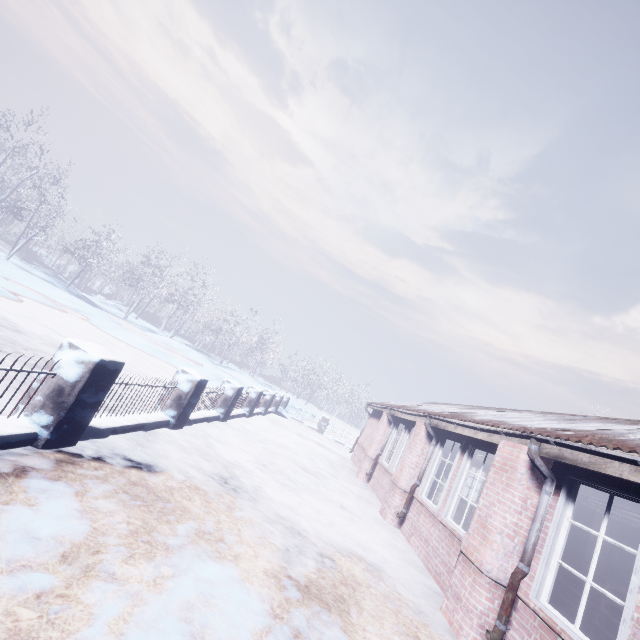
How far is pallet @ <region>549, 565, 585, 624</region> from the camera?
4.8 meters

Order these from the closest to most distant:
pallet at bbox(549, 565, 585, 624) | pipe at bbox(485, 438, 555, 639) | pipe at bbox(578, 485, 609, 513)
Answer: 1. pipe at bbox(485, 438, 555, 639)
2. pipe at bbox(578, 485, 609, 513)
3. pallet at bbox(549, 565, 585, 624)

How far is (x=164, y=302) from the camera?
26.3 meters

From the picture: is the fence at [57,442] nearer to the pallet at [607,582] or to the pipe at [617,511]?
the pipe at [617,511]

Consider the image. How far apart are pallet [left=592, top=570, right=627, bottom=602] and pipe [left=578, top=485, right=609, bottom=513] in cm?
133

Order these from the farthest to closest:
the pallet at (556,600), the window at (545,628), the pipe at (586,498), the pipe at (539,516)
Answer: the pallet at (556,600), the pipe at (586,498), the pipe at (539,516), the window at (545,628)

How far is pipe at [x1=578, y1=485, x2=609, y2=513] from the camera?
3.97m

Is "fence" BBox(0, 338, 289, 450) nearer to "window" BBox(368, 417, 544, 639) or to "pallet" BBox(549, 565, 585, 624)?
"window" BBox(368, 417, 544, 639)
